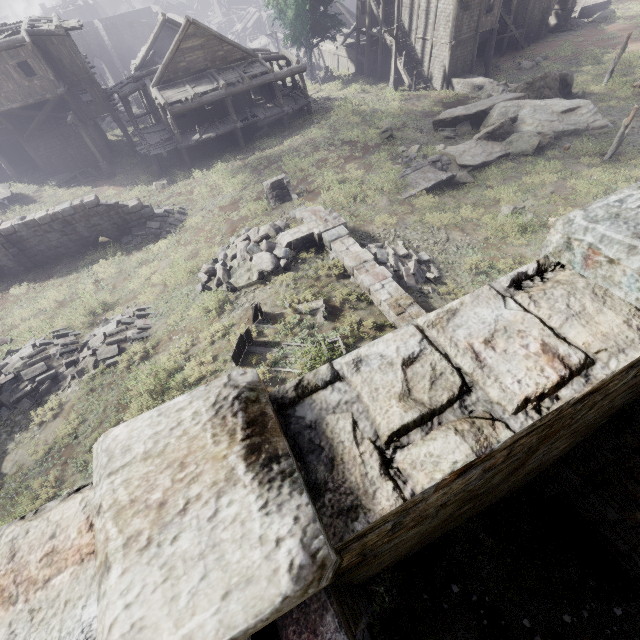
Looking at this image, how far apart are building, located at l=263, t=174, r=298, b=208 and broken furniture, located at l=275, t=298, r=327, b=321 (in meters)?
7.93

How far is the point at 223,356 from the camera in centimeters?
974cm

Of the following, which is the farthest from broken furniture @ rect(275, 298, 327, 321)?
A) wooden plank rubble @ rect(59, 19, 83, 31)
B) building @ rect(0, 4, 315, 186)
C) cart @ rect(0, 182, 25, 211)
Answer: wooden plank rubble @ rect(59, 19, 83, 31)

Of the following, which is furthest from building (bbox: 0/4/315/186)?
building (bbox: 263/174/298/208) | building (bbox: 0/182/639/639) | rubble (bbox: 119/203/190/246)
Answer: building (bbox: 263/174/298/208)

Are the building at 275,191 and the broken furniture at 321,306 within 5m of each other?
no

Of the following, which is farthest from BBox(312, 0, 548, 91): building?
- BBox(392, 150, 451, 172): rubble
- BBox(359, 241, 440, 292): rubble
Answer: BBox(359, 241, 440, 292): rubble

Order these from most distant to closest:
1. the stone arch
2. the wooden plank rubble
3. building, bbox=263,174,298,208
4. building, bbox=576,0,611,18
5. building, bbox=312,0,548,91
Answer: building, bbox=576,0,611,18
the stone arch
building, bbox=312,0,548,91
the wooden plank rubble
building, bbox=263,174,298,208

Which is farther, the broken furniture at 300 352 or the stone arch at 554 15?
the stone arch at 554 15
